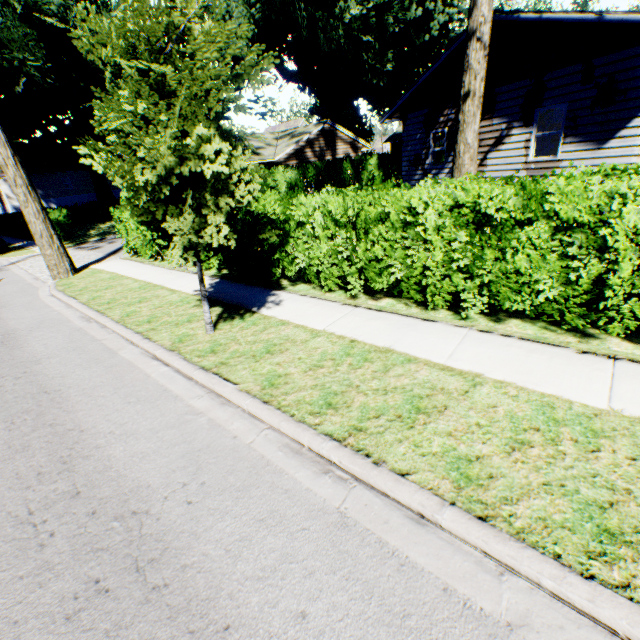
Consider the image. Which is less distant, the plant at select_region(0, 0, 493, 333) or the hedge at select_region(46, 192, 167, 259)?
the plant at select_region(0, 0, 493, 333)

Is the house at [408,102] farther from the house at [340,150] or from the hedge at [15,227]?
the house at [340,150]

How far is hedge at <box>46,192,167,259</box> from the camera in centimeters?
1346cm

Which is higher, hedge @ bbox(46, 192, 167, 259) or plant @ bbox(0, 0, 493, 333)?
plant @ bbox(0, 0, 493, 333)

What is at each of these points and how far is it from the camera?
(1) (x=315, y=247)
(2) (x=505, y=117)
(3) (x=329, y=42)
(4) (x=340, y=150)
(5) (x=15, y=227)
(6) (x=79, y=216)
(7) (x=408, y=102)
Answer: (1) hedge, 7.4 meters
(2) house, 11.7 meters
(3) plant, 23.1 meters
(4) house, 27.5 meters
(5) hedge, 33.6 meters
(6) hedge, 40.1 meters
(7) house, 15.6 meters

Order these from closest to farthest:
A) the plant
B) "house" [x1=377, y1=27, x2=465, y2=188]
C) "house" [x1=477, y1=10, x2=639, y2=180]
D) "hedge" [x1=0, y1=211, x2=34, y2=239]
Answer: the plant → "house" [x1=477, y1=10, x2=639, y2=180] → "house" [x1=377, y1=27, x2=465, y2=188] → "hedge" [x1=0, y1=211, x2=34, y2=239]

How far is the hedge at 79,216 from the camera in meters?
13.5

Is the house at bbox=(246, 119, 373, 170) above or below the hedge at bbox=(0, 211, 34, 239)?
above
